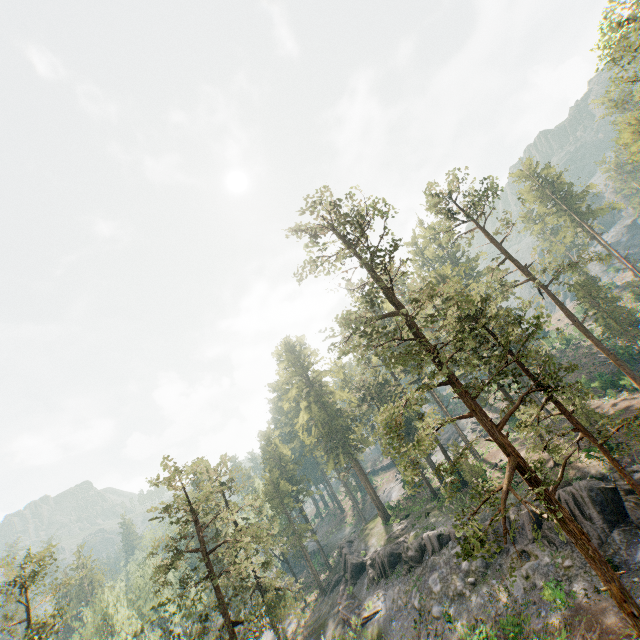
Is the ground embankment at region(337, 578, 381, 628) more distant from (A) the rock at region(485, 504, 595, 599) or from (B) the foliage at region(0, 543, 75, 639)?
(B) the foliage at region(0, 543, 75, 639)

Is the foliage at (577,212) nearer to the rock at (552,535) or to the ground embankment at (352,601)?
the rock at (552,535)

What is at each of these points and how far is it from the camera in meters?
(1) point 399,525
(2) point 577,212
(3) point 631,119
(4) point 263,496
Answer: (1) foliage, 42.1
(2) foliage, 59.6
(3) foliage, 42.4
(4) foliage, 52.2

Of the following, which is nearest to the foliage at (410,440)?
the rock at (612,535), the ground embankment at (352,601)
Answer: the rock at (612,535)

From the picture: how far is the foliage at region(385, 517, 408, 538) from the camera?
40.2m

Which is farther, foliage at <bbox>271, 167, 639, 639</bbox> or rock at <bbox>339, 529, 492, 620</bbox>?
rock at <bbox>339, 529, 492, 620</bbox>

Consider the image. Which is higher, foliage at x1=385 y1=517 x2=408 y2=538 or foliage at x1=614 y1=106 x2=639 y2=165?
foliage at x1=614 y1=106 x2=639 y2=165

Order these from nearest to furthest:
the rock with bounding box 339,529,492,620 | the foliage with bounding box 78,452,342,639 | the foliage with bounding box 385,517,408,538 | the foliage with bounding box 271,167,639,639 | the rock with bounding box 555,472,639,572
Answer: the foliage with bounding box 271,167,639,639, the rock with bounding box 555,472,639,572, the foliage with bounding box 78,452,342,639, the rock with bounding box 339,529,492,620, the foliage with bounding box 385,517,408,538
